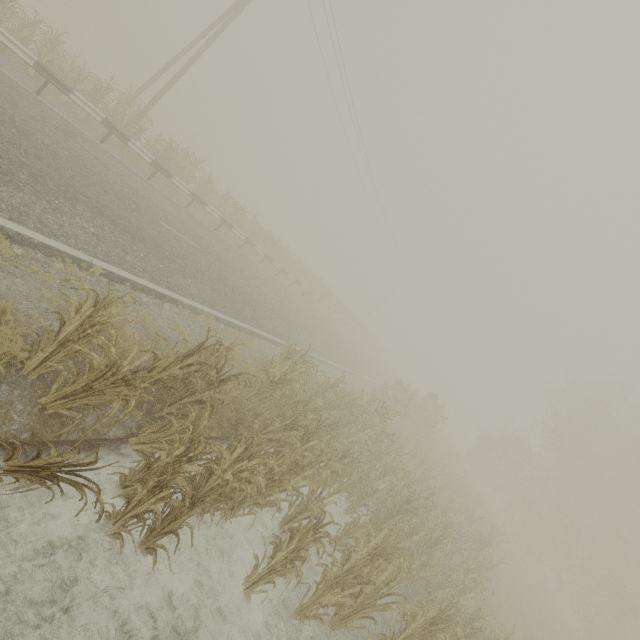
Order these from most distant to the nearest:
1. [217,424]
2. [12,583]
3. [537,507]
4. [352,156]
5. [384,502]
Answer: [352,156], [537,507], [384,502], [217,424], [12,583]

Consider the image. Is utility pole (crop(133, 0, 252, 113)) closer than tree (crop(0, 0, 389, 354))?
No

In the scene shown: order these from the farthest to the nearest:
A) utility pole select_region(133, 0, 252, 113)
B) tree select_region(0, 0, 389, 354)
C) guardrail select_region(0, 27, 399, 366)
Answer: utility pole select_region(133, 0, 252, 113) < tree select_region(0, 0, 389, 354) < guardrail select_region(0, 27, 399, 366)

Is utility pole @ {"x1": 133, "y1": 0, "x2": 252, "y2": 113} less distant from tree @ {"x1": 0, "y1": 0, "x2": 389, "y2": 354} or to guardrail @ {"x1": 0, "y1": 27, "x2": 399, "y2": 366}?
tree @ {"x1": 0, "y1": 0, "x2": 389, "y2": 354}

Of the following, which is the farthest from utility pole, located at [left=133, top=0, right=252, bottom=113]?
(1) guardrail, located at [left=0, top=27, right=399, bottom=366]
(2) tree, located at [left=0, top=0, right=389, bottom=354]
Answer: (1) guardrail, located at [left=0, top=27, right=399, bottom=366]

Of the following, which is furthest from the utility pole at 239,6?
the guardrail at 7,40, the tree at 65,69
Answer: the guardrail at 7,40

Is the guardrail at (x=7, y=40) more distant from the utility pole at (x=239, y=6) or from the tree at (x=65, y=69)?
the utility pole at (x=239, y=6)
